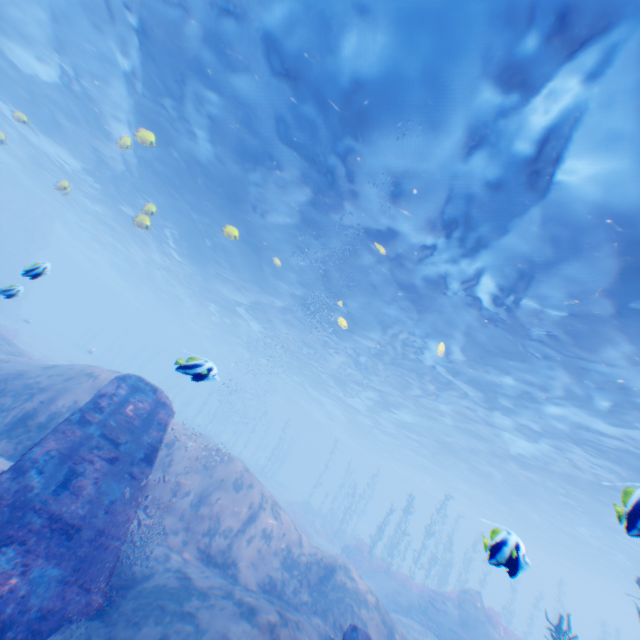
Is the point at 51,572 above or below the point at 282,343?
below

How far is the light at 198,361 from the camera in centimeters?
484cm

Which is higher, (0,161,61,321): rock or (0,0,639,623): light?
(0,0,639,623): light

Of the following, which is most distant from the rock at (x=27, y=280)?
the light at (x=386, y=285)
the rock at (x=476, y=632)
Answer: the rock at (x=476, y=632)

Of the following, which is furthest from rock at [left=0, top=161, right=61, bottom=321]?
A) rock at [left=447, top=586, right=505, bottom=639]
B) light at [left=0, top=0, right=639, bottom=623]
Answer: rock at [left=447, top=586, right=505, bottom=639]

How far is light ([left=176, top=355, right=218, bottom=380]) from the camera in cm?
484

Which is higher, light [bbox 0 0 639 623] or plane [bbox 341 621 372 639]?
light [bbox 0 0 639 623]

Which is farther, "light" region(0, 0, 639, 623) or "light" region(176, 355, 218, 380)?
"light" region(0, 0, 639, 623)
